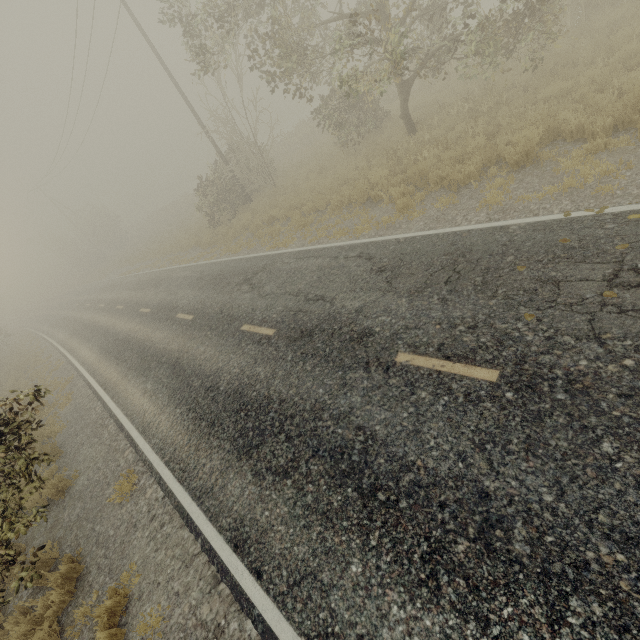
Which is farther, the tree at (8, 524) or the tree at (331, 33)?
the tree at (331, 33)

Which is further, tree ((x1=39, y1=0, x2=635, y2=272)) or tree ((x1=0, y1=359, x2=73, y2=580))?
tree ((x1=39, y1=0, x2=635, y2=272))

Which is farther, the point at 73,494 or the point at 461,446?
the point at 73,494
